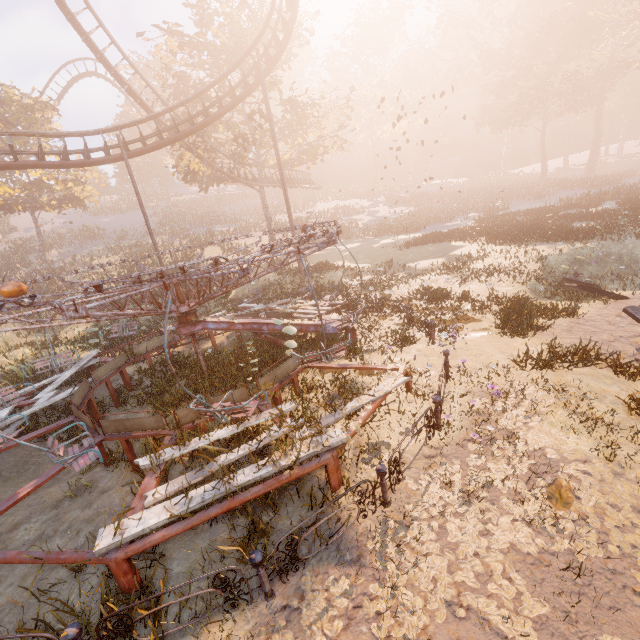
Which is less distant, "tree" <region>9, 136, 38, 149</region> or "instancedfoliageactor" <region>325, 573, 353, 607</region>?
"instancedfoliageactor" <region>325, 573, 353, 607</region>

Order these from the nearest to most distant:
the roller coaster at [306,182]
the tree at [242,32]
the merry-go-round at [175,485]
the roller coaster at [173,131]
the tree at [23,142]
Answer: the merry-go-round at [175,485]
the roller coaster at [173,131]
the tree at [242,32]
the tree at [23,142]
the roller coaster at [306,182]

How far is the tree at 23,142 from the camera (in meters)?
26.94

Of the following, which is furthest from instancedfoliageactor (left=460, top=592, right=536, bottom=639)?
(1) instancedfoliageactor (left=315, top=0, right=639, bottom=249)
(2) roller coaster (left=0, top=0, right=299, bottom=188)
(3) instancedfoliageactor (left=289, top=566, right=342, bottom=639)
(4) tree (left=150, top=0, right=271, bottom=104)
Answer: (4) tree (left=150, top=0, right=271, bottom=104)

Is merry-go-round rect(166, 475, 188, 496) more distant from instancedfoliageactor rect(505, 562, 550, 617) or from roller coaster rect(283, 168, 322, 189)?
roller coaster rect(283, 168, 322, 189)

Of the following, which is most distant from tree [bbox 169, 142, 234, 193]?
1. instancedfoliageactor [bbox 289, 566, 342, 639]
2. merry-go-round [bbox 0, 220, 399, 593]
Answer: instancedfoliageactor [bbox 289, 566, 342, 639]

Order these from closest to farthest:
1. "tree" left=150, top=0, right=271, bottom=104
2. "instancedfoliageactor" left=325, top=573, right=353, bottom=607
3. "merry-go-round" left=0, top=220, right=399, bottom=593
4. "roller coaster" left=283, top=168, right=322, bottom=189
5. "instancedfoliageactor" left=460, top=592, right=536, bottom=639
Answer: "instancedfoliageactor" left=460, top=592, right=536, bottom=639, "instancedfoliageactor" left=325, top=573, right=353, bottom=607, "merry-go-round" left=0, top=220, right=399, bottom=593, "tree" left=150, top=0, right=271, bottom=104, "roller coaster" left=283, top=168, right=322, bottom=189

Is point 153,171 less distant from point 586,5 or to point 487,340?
point 487,340
